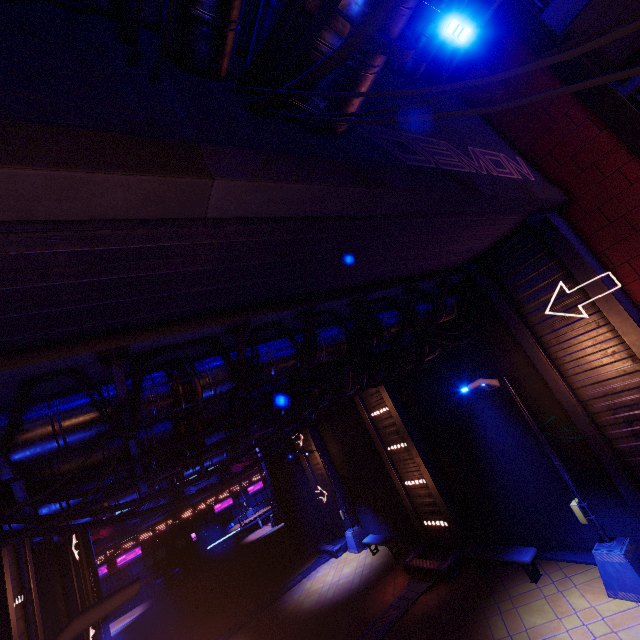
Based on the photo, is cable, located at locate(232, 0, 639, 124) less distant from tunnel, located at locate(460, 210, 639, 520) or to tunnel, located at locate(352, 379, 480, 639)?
tunnel, located at locate(460, 210, 639, 520)

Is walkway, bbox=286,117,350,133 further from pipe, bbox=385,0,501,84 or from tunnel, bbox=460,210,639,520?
tunnel, bbox=460,210,639,520

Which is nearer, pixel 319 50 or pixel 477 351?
pixel 319 50

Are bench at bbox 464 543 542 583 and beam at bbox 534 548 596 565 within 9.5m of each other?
yes

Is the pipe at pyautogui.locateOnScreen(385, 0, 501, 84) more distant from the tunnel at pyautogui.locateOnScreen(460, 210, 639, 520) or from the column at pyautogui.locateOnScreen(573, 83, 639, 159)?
the tunnel at pyautogui.locateOnScreen(460, 210, 639, 520)

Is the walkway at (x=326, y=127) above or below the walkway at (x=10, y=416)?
above

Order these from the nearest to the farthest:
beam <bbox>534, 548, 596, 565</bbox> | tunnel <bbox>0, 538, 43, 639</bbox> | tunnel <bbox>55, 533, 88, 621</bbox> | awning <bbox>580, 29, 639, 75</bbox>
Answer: tunnel <bbox>0, 538, 43, 639</bbox> < awning <bbox>580, 29, 639, 75</bbox> < beam <bbox>534, 548, 596, 565</bbox> < tunnel <bbox>55, 533, 88, 621</bbox>

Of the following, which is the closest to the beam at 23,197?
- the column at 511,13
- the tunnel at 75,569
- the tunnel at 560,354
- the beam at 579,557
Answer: the tunnel at 560,354
